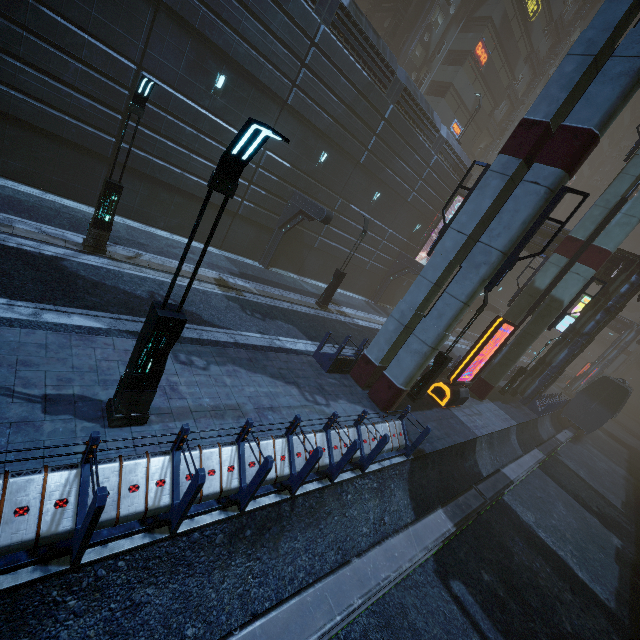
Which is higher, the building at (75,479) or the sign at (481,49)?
the sign at (481,49)

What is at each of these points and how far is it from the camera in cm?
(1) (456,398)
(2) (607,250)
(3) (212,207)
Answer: (1) sign, 1522
(2) sm, 1611
(3) building, 1705

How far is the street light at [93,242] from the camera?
9.2 meters

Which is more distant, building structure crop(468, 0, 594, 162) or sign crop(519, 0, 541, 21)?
building structure crop(468, 0, 594, 162)

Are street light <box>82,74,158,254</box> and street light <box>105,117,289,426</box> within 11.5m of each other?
yes

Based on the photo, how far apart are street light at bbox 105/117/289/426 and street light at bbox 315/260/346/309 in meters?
12.7

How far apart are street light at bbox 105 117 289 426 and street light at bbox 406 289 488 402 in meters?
10.6

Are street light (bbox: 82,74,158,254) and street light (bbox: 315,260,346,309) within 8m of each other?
no
